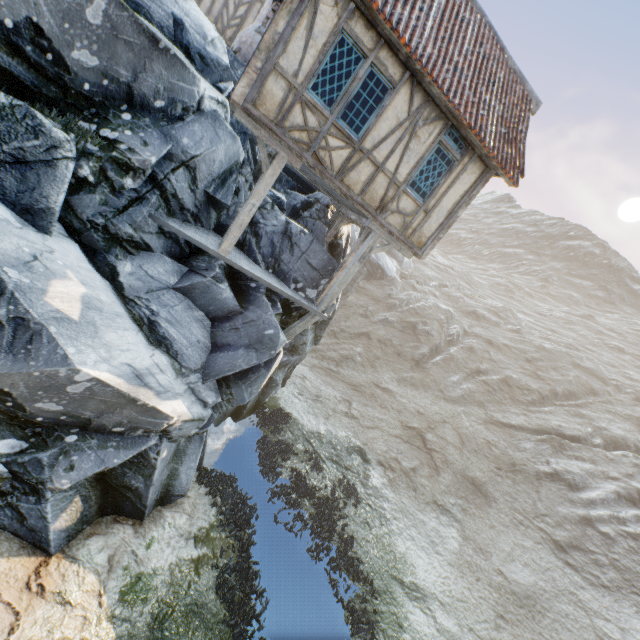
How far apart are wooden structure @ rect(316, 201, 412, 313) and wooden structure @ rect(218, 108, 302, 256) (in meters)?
2.78

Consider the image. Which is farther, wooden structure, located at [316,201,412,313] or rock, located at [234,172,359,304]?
rock, located at [234,172,359,304]

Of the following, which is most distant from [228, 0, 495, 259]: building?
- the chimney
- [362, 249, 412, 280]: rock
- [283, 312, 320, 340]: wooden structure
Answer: [362, 249, 412, 280]: rock

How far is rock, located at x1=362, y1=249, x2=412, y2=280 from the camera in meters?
35.6 m

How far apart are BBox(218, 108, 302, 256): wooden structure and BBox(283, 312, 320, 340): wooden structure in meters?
2.8 m

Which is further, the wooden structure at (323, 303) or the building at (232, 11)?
the building at (232, 11)

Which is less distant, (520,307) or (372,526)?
(372,526)

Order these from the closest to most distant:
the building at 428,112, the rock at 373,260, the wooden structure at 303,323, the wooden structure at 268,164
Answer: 1. the building at 428,112
2. the wooden structure at 268,164
3. the wooden structure at 303,323
4. the rock at 373,260
